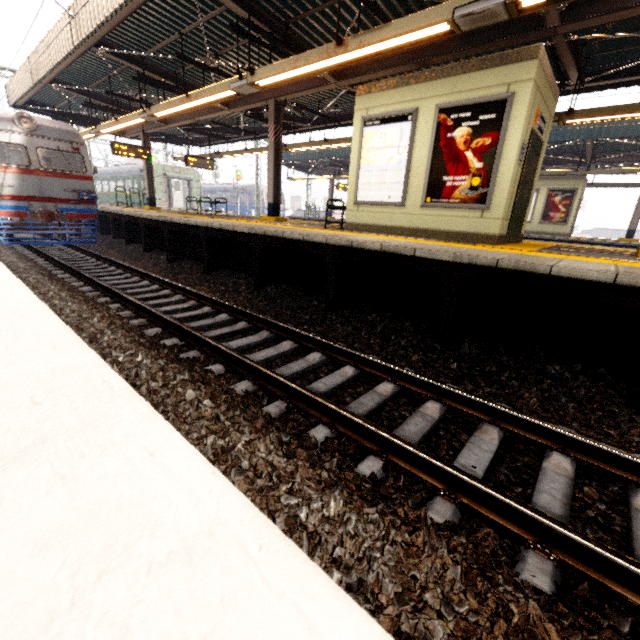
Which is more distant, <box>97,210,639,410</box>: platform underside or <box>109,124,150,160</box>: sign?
<box>109,124,150,160</box>: sign

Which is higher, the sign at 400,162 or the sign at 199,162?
the sign at 199,162

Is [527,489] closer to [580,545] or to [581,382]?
[580,545]

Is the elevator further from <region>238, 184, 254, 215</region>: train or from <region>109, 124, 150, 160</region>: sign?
<region>238, 184, 254, 215</region>: train

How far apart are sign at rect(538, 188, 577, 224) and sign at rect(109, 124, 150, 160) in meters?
19.8 m

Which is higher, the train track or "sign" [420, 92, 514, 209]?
"sign" [420, 92, 514, 209]

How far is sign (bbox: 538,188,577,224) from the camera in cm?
1642

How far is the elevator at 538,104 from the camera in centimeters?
519cm
